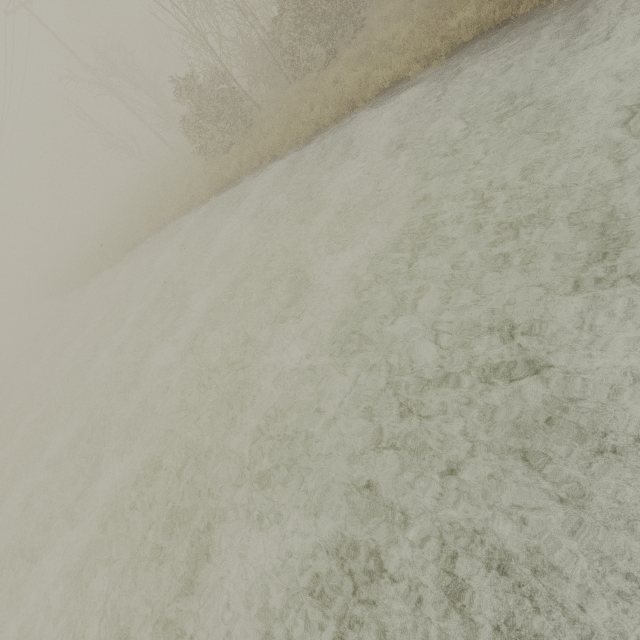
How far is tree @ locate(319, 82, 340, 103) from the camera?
10.0 meters

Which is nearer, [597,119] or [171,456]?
[597,119]

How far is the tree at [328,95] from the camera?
9.96m
